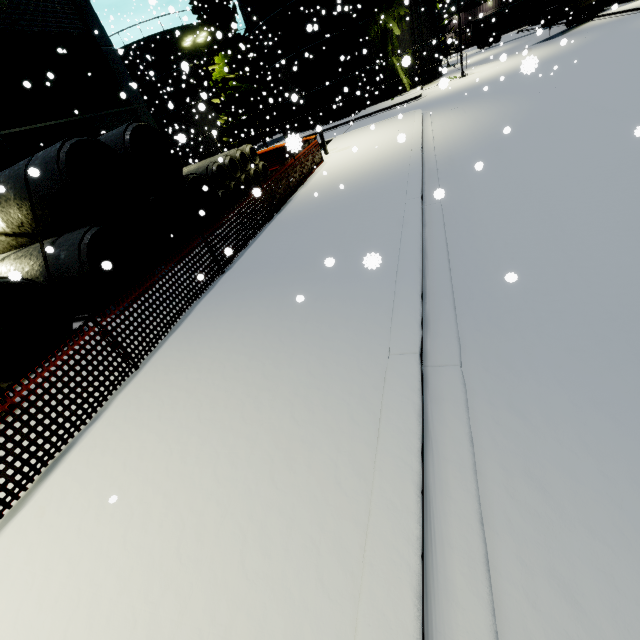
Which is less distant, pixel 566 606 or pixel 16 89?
pixel 566 606

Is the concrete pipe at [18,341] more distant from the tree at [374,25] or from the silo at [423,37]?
the silo at [423,37]

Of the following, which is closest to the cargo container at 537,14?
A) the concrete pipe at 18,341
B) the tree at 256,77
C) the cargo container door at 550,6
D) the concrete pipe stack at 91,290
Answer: the cargo container door at 550,6

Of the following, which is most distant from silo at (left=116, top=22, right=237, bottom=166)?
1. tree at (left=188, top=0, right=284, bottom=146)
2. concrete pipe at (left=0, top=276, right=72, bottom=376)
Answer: concrete pipe at (left=0, top=276, right=72, bottom=376)

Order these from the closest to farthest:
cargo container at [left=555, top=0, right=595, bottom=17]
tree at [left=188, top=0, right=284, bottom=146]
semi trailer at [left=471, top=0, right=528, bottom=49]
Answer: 1. cargo container at [left=555, top=0, right=595, bottom=17]
2. tree at [left=188, top=0, right=284, bottom=146]
3. semi trailer at [left=471, top=0, right=528, bottom=49]

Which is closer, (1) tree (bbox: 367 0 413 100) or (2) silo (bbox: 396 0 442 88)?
(1) tree (bbox: 367 0 413 100)

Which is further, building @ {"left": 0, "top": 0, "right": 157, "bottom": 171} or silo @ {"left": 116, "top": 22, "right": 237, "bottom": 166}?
silo @ {"left": 116, "top": 22, "right": 237, "bottom": 166}

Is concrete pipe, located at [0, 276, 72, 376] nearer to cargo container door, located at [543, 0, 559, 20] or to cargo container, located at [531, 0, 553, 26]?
cargo container, located at [531, 0, 553, 26]
